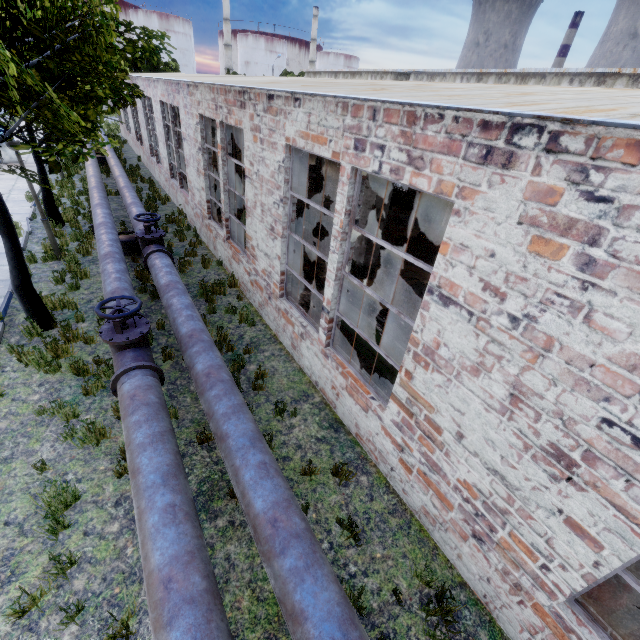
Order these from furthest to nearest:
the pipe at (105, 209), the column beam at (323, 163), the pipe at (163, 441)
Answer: the column beam at (323, 163) < the pipe at (105, 209) < the pipe at (163, 441)

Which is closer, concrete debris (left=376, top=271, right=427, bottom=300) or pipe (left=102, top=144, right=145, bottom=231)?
concrete debris (left=376, top=271, right=427, bottom=300)

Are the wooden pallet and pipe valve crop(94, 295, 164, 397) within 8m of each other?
yes

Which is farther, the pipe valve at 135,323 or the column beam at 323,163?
the column beam at 323,163

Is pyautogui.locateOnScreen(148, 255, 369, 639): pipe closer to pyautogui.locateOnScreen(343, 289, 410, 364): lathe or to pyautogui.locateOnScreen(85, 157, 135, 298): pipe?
pyautogui.locateOnScreen(85, 157, 135, 298): pipe

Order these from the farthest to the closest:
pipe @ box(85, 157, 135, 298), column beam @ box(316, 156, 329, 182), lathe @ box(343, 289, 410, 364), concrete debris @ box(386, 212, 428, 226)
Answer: column beam @ box(316, 156, 329, 182)
concrete debris @ box(386, 212, 428, 226)
pipe @ box(85, 157, 135, 298)
lathe @ box(343, 289, 410, 364)

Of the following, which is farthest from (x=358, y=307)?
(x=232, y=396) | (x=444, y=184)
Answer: (x=444, y=184)

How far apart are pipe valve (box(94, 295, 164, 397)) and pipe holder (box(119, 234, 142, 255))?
5.46m
